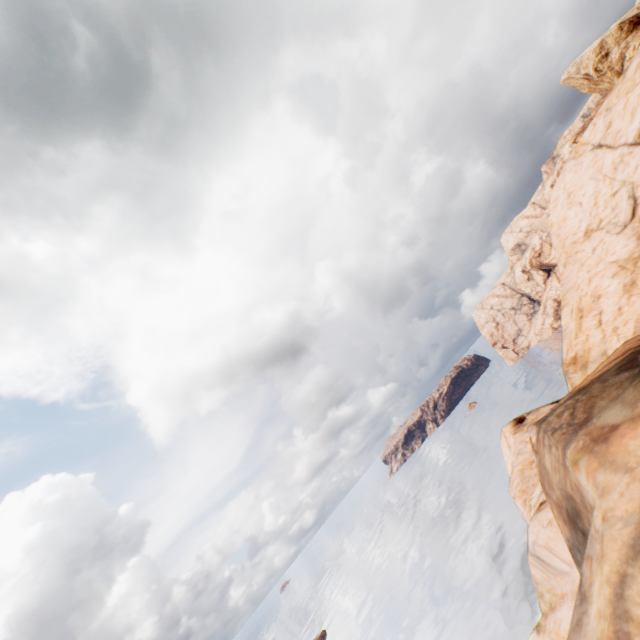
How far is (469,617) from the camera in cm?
4759
